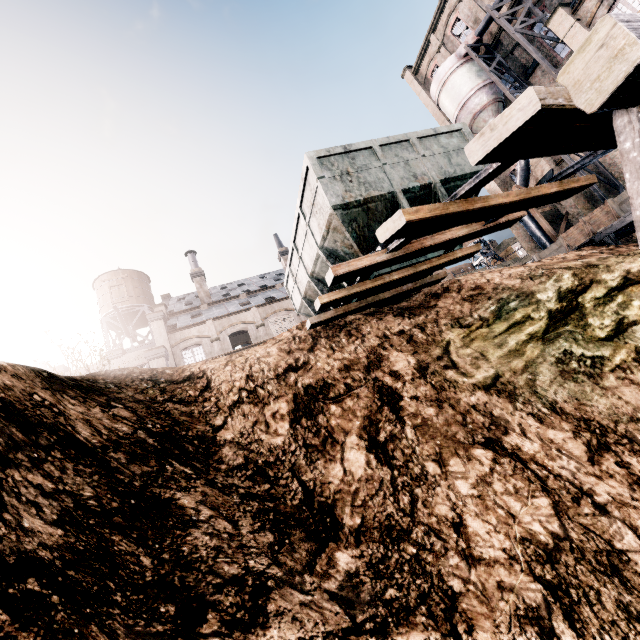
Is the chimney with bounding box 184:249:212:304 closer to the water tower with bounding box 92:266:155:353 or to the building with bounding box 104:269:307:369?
the building with bounding box 104:269:307:369

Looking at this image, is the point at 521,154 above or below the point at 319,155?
below

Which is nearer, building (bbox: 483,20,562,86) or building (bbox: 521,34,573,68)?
building (bbox: 521,34,573,68)

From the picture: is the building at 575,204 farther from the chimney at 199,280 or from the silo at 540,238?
the chimney at 199,280

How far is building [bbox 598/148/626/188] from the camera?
24.48m

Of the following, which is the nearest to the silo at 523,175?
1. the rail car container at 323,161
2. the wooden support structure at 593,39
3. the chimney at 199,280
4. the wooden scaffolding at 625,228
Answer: the wooden scaffolding at 625,228

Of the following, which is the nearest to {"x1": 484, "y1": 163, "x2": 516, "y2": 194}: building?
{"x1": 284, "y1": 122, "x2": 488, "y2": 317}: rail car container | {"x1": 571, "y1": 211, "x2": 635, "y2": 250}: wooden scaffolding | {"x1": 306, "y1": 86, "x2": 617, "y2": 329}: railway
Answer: {"x1": 571, "y1": 211, "x2": 635, "y2": 250}: wooden scaffolding

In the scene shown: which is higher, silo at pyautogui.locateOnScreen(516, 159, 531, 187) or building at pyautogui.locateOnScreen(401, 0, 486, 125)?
building at pyautogui.locateOnScreen(401, 0, 486, 125)
